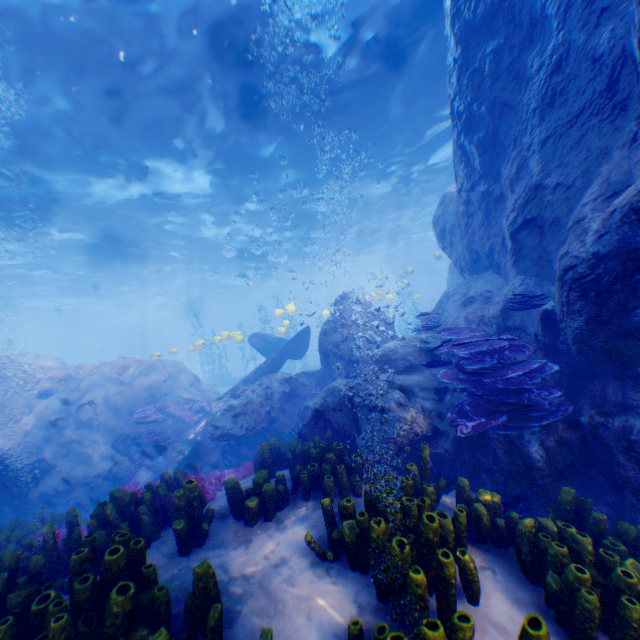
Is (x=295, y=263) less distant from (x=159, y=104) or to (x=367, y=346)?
(x=159, y=104)

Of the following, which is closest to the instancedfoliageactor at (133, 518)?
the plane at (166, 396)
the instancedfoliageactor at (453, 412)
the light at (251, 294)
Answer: the plane at (166, 396)

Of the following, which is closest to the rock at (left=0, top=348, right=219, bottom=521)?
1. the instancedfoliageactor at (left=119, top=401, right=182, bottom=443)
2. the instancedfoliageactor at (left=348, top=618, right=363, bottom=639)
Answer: the instancedfoliageactor at (left=119, top=401, right=182, bottom=443)

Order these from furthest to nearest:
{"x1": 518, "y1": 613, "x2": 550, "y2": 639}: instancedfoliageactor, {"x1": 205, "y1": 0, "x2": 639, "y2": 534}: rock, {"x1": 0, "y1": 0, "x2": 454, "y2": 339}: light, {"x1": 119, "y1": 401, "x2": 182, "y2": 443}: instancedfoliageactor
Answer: {"x1": 119, "y1": 401, "x2": 182, "y2": 443}: instancedfoliageactor < {"x1": 0, "y1": 0, "x2": 454, "y2": 339}: light < {"x1": 205, "y1": 0, "x2": 639, "y2": 534}: rock < {"x1": 518, "y1": 613, "x2": 550, "y2": 639}: instancedfoliageactor

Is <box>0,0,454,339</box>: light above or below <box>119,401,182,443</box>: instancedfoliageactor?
above

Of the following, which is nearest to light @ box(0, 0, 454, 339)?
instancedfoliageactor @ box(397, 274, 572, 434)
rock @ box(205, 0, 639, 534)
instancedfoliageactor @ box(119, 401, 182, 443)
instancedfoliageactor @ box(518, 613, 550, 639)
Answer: rock @ box(205, 0, 639, 534)

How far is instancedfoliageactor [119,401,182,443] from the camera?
11.0m

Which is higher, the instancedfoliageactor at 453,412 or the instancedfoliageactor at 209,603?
the instancedfoliageactor at 453,412
